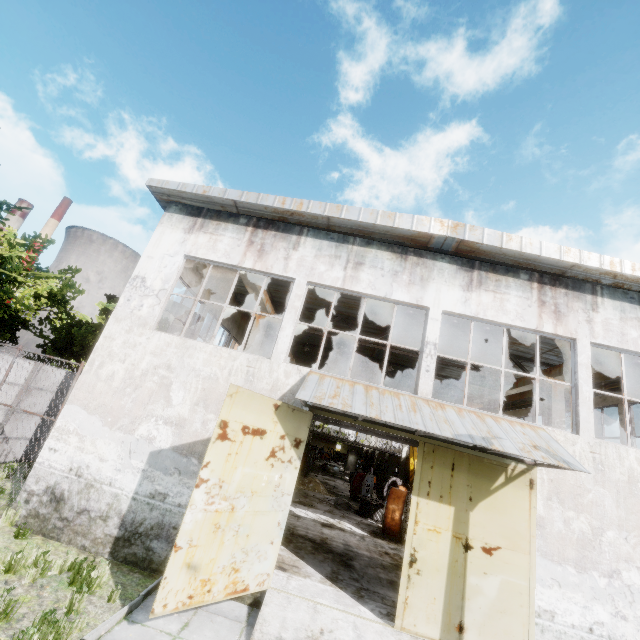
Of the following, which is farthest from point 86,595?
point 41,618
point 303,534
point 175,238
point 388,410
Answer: point 175,238

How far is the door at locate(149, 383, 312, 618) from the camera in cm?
563

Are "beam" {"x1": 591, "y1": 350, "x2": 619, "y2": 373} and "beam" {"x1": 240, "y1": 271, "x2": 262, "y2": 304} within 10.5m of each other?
no

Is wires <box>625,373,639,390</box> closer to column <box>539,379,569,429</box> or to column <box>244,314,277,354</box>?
column <box>539,379,569,429</box>

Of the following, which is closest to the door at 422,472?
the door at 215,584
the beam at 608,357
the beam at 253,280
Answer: the door at 215,584

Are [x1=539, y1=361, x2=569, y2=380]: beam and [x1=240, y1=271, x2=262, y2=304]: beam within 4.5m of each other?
no

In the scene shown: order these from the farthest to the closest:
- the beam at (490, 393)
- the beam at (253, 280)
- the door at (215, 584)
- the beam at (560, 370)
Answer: the beam at (490, 393) → the beam at (560, 370) → the beam at (253, 280) → the door at (215, 584)

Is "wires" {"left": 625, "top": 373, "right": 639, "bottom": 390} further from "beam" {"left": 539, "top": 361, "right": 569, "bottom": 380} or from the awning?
the awning
